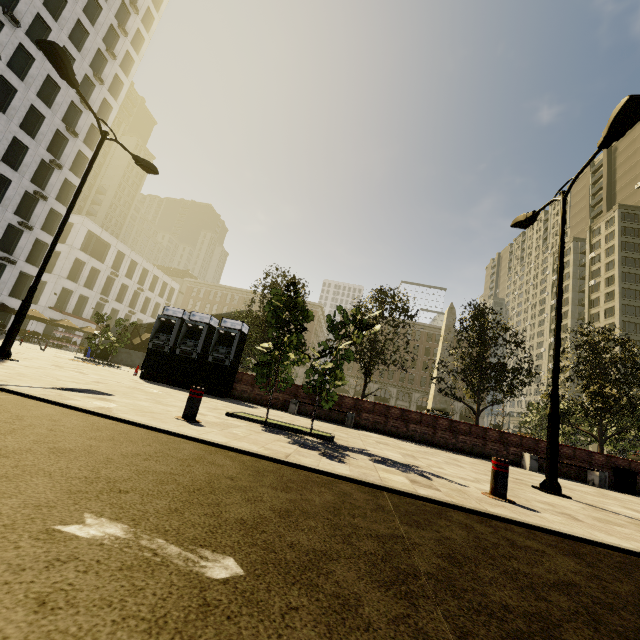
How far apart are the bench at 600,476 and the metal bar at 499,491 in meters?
9.1

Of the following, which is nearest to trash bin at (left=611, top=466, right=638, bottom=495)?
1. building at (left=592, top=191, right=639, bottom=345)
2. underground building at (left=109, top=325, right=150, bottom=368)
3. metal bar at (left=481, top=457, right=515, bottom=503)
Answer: metal bar at (left=481, top=457, right=515, bottom=503)

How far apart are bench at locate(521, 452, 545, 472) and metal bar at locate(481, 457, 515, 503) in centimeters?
911cm

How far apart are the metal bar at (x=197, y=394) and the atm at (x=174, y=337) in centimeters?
790cm

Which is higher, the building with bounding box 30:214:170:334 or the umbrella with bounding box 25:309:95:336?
the building with bounding box 30:214:170:334

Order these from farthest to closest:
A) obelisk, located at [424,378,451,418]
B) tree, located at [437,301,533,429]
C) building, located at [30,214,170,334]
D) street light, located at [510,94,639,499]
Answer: building, located at [30,214,170,334] < obelisk, located at [424,378,451,418] < tree, located at [437,301,533,429] < street light, located at [510,94,639,499]

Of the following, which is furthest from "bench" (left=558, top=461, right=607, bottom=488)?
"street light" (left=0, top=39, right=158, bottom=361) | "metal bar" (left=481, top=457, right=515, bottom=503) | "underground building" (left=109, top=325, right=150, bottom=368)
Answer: "underground building" (left=109, top=325, right=150, bottom=368)

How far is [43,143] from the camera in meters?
34.2 m
